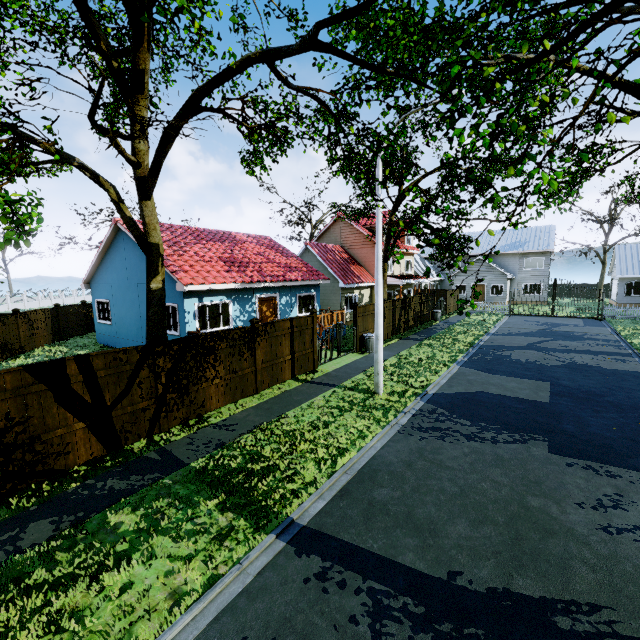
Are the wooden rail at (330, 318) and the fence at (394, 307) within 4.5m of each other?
yes

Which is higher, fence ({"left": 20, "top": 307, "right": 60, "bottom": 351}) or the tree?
the tree

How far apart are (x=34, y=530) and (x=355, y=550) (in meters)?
5.34

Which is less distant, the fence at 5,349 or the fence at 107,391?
the fence at 107,391

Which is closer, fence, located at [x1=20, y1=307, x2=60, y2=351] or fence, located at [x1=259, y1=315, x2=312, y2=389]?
fence, located at [x1=259, y1=315, x2=312, y2=389]

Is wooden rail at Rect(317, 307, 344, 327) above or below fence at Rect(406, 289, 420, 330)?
above

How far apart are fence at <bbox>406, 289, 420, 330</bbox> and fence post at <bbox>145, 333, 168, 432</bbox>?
16.97m

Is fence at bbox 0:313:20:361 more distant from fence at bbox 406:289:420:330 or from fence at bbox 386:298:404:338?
fence at bbox 406:289:420:330
